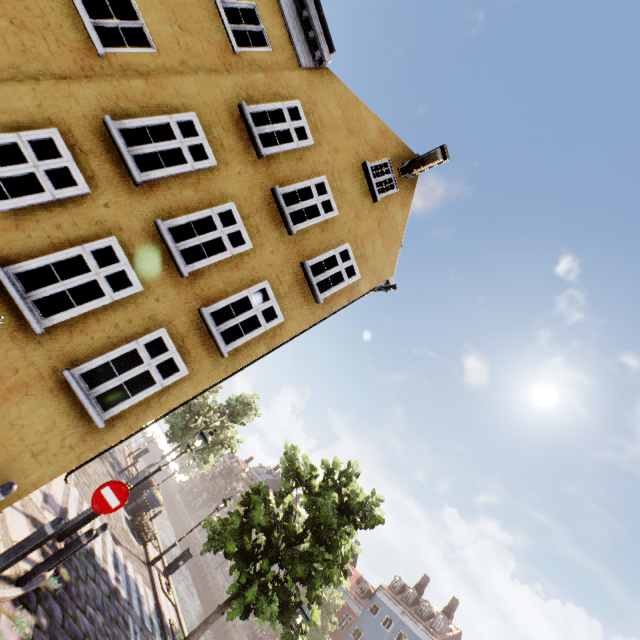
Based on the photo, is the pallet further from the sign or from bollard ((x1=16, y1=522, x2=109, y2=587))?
the sign

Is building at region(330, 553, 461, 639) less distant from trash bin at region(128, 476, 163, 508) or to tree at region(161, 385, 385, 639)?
tree at region(161, 385, 385, 639)

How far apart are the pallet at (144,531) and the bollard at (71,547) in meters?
10.5 m

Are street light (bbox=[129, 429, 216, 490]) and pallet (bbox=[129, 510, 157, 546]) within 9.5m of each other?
yes

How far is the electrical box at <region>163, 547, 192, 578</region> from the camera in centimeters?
1458cm

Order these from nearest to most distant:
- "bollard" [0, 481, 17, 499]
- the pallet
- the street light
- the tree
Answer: "bollard" [0, 481, 17, 499] → the street light → the tree → the pallet

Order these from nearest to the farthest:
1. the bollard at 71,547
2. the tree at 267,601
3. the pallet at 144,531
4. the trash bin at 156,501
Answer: the bollard at 71,547 → the tree at 267,601 → the pallet at 144,531 → the trash bin at 156,501

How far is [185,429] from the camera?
23.34m
